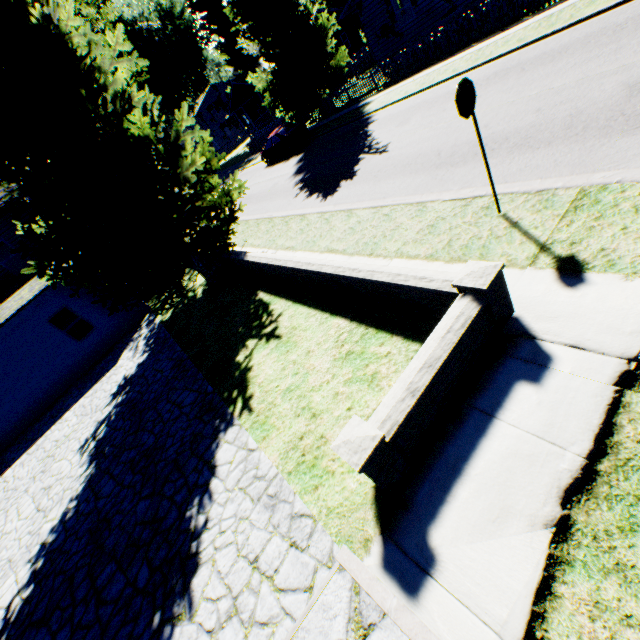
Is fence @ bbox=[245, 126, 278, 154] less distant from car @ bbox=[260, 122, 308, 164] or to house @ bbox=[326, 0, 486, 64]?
house @ bbox=[326, 0, 486, 64]

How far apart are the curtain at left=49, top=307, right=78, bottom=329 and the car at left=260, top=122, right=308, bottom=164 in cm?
1630

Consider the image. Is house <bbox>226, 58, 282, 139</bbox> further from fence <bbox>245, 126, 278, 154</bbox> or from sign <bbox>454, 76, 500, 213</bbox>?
sign <bbox>454, 76, 500, 213</bbox>

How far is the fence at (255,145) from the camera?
30.89m

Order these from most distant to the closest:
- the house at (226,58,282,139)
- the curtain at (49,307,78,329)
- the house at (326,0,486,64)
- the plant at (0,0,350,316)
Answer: the house at (226,58,282,139) < the house at (326,0,486,64) < the curtain at (49,307,78,329) < the plant at (0,0,350,316)

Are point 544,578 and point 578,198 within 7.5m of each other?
yes

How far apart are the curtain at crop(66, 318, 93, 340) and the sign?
16.0m

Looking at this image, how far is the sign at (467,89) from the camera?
4.7 meters
